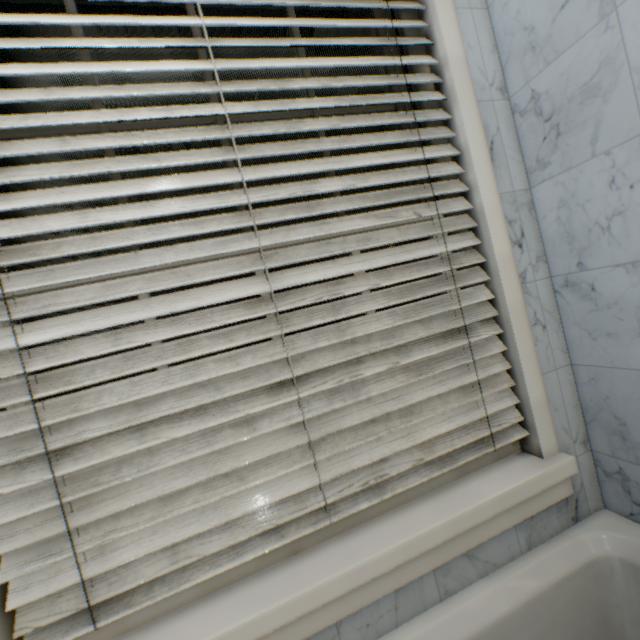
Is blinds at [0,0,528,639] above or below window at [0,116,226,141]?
below

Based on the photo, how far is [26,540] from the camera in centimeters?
57cm

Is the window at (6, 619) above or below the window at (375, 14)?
below

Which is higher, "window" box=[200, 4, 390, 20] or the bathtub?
"window" box=[200, 4, 390, 20]

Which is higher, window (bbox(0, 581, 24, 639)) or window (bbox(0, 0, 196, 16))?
window (bbox(0, 0, 196, 16))

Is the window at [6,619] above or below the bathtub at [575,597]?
above
